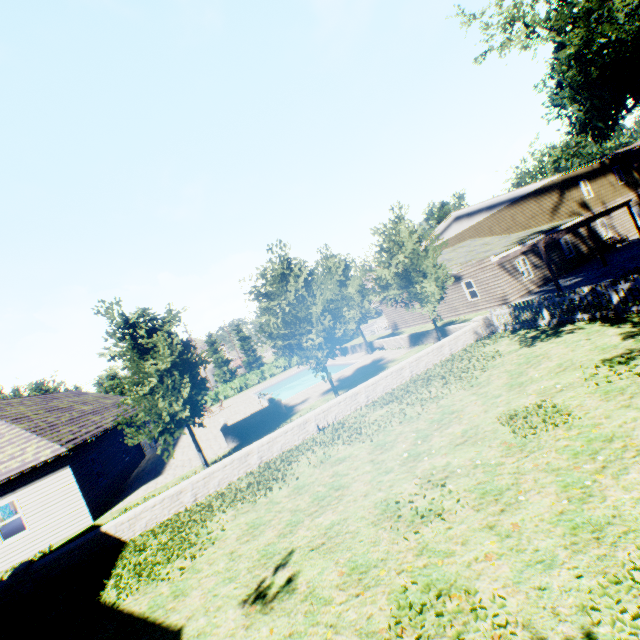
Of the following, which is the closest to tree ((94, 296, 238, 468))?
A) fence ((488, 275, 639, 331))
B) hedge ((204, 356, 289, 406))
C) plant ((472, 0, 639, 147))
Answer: fence ((488, 275, 639, 331))

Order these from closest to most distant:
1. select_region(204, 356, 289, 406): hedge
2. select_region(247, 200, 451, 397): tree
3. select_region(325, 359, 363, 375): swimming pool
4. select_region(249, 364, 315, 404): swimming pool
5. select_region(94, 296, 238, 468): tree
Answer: select_region(94, 296, 238, 468): tree, select_region(247, 200, 451, 397): tree, select_region(325, 359, 363, 375): swimming pool, select_region(249, 364, 315, 404): swimming pool, select_region(204, 356, 289, 406): hedge

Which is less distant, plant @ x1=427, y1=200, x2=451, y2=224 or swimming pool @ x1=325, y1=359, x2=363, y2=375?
swimming pool @ x1=325, y1=359, x2=363, y2=375

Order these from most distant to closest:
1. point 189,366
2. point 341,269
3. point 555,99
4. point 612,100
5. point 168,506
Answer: point 555,99 < point 612,100 < point 341,269 < point 189,366 < point 168,506

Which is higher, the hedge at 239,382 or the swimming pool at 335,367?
the hedge at 239,382

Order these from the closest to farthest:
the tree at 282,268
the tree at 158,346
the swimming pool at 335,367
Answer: the tree at 158,346, the tree at 282,268, the swimming pool at 335,367

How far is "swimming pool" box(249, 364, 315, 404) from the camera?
35.3m

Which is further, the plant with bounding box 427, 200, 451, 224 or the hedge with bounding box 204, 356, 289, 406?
the plant with bounding box 427, 200, 451, 224
